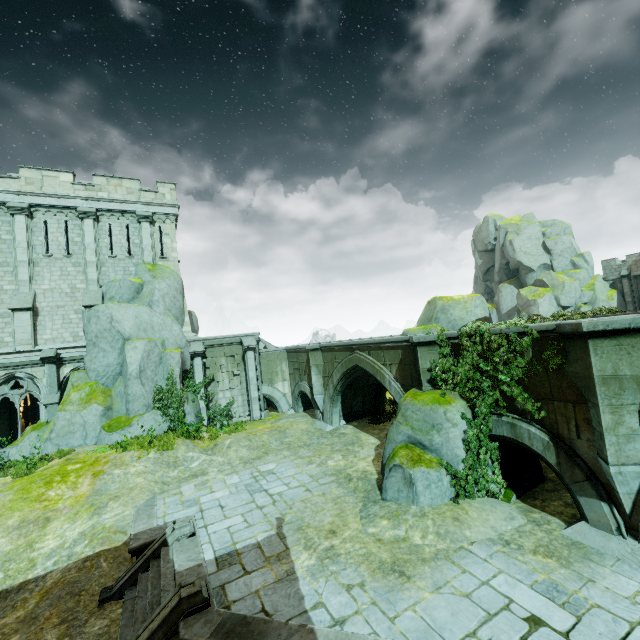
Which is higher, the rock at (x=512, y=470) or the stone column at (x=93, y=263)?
the stone column at (x=93, y=263)

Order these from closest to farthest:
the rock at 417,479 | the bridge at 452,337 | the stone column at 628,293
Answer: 1. the rock at 417,479
2. the bridge at 452,337
3. the stone column at 628,293

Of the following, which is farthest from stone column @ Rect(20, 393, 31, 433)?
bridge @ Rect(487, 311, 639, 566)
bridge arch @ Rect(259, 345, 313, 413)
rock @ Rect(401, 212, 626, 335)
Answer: rock @ Rect(401, 212, 626, 335)

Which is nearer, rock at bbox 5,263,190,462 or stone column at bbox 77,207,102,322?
rock at bbox 5,263,190,462

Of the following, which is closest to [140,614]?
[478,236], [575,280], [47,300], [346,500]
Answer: [346,500]

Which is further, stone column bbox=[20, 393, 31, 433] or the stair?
stone column bbox=[20, 393, 31, 433]

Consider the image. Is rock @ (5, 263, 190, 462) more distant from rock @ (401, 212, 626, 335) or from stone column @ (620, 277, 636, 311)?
stone column @ (620, 277, 636, 311)

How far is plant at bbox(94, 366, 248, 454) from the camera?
15.2 meters
